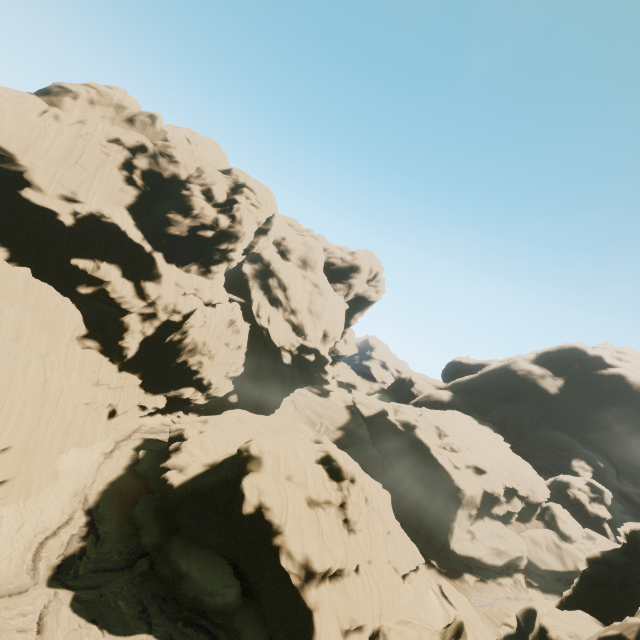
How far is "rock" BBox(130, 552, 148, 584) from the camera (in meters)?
23.00

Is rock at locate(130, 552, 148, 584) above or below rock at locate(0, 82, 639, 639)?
below

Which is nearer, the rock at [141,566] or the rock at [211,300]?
the rock at [141,566]

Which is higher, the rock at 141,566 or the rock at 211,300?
the rock at 211,300

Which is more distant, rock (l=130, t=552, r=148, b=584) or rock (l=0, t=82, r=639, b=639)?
rock (l=0, t=82, r=639, b=639)

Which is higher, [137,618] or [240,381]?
[240,381]
